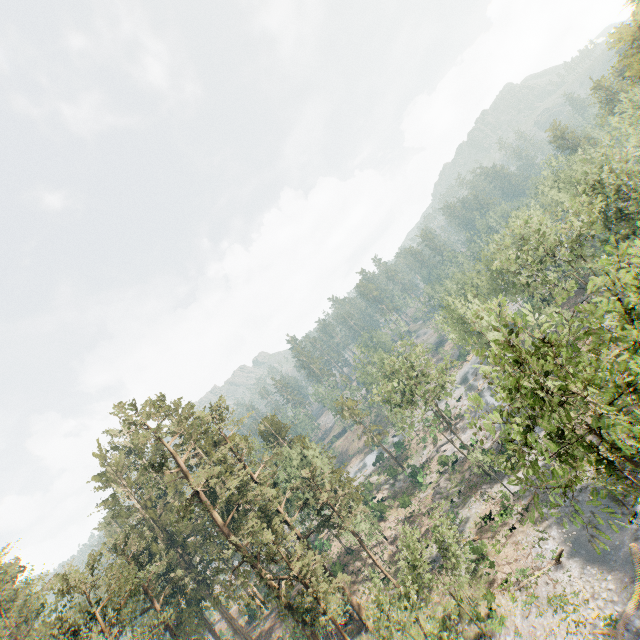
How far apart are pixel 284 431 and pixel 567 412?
50.7 meters

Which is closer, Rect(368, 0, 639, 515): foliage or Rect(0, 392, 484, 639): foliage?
Rect(368, 0, 639, 515): foliage

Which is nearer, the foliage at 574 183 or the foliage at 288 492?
the foliage at 574 183
